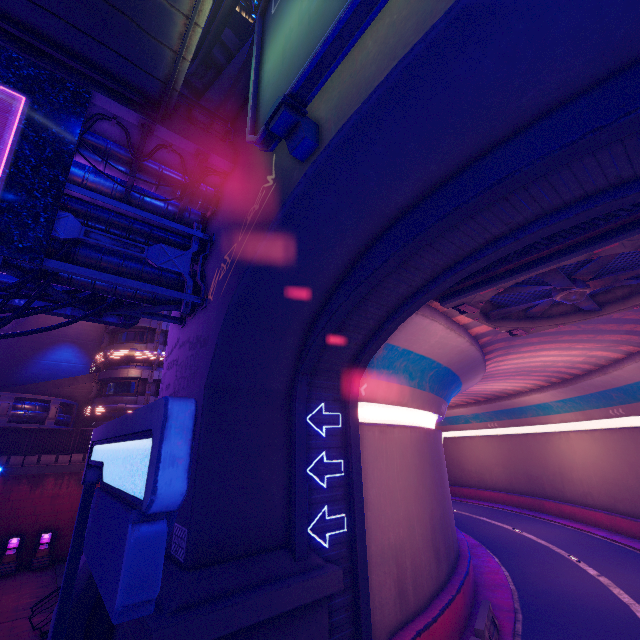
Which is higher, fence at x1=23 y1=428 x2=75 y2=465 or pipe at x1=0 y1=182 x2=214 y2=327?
pipe at x1=0 y1=182 x2=214 y2=327

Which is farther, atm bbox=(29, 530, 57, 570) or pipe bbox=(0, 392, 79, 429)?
pipe bbox=(0, 392, 79, 429)

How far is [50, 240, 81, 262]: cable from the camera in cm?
757

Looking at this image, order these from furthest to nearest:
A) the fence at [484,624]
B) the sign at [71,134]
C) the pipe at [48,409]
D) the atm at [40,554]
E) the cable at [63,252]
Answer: the pipe at [48,409], the atm at [40,554], the fence at [484,624], the cable at [63,252], the sign at [71,134]

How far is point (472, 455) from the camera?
42.6 meters

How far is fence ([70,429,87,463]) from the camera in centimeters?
2350cm

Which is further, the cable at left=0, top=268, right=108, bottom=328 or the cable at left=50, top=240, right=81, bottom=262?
the cable at left=50, top=240, right=81, bottom=262

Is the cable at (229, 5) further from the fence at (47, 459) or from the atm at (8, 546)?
the atm at (8, 546)
